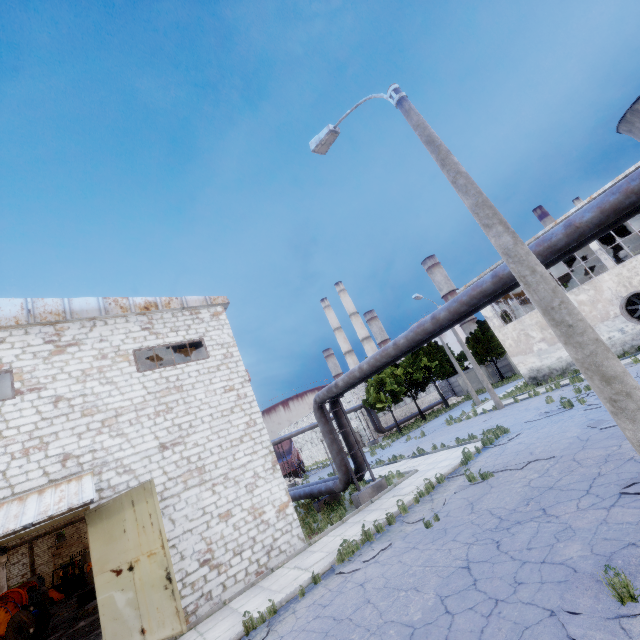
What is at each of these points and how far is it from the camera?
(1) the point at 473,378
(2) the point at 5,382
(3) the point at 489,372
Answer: (1) fuse box, 49.7m
(2) column beam, 14.1m
(3) fuse box, 48.0m

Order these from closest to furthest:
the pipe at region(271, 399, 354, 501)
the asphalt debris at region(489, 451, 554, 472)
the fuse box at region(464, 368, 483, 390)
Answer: the asphalt debris at region(489, 451, 554, 472)
the pipe at region(271, 399, 354, 501)
the fuse box at region(464, 368, 483, 390)

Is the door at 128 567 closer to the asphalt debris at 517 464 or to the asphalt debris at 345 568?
the asphalt debris at 345 568

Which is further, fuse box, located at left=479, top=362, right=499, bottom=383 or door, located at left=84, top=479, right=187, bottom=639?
fuse box, located at left=479, top=362, right=499, bottom=383

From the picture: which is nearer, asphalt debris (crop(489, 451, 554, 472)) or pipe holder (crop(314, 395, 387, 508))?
asphalt debris (crop(489, 451, 554, 472))

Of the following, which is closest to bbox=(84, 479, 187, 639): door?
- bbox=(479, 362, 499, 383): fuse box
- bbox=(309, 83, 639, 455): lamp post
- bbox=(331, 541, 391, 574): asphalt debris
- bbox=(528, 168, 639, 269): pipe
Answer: bbox=(331, 541, 391, 574): asphalt debris

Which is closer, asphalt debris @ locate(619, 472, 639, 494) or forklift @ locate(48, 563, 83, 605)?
asphalt debris @ locate(619, 472, 639, 494)

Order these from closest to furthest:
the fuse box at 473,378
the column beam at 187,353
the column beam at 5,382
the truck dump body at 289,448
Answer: the column beam at 5,382 < the column beam at 187,353 < the truck dump body at 289,448 < the fuse box at 473,378
